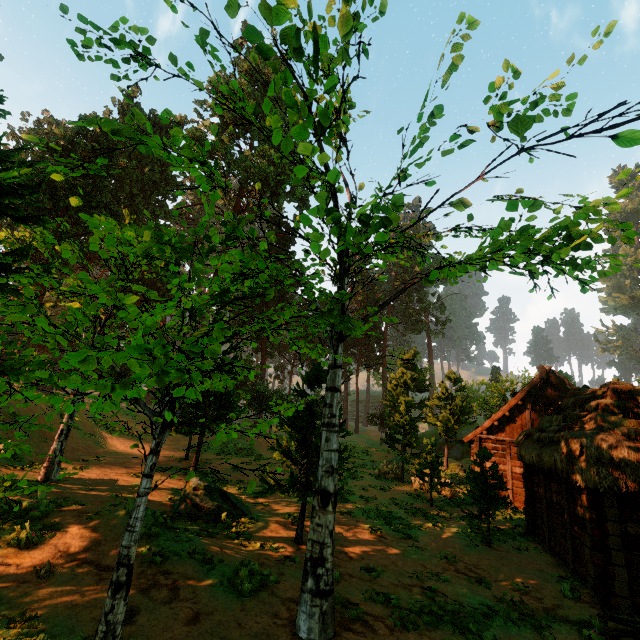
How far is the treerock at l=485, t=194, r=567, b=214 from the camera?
7.2m

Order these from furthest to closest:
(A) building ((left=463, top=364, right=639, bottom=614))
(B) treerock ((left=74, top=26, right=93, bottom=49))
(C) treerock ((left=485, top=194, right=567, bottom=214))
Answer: (A) building ((left=463, top=364, right=639, bottom=614)) → (C) treerock ((left=485, top=194, right=567, bottom=214)) → (B) treerock ((left=74, top=26, right=93, bottom=49))

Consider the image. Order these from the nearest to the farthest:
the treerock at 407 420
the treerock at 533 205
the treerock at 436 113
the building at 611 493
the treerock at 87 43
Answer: the treerock at 87 43 → the treerock at 436 113 → the treerock at 533 205 → the building at 611 493 → the treerock at 407 420

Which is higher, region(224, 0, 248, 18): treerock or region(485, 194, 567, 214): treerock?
region(224, 0, 248, 18): treerock

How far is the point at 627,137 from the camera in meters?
3.6

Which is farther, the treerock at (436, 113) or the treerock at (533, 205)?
the treerock at (533, 205)

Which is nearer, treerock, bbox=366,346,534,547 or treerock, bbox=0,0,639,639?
treerock, bbox=0,0,639,639
